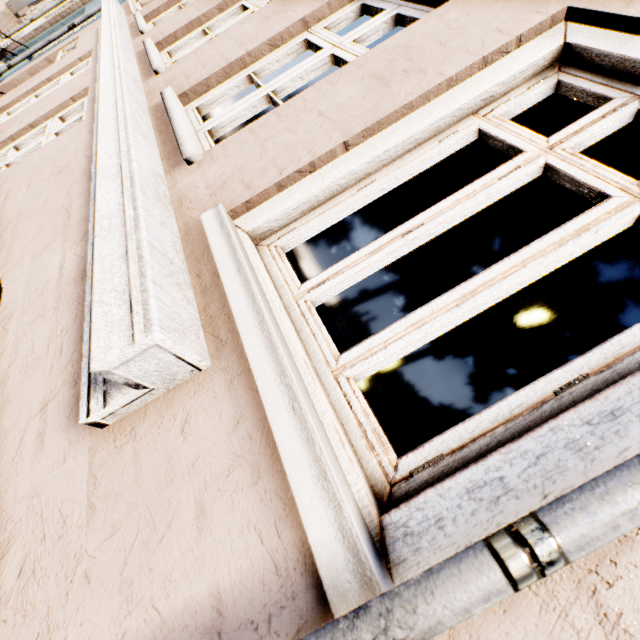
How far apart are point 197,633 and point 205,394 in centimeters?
57cm

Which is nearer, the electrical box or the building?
the building

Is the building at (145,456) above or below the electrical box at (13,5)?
above

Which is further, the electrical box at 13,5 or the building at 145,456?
the electrical box at 13,5

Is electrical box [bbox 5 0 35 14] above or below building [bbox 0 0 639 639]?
below
